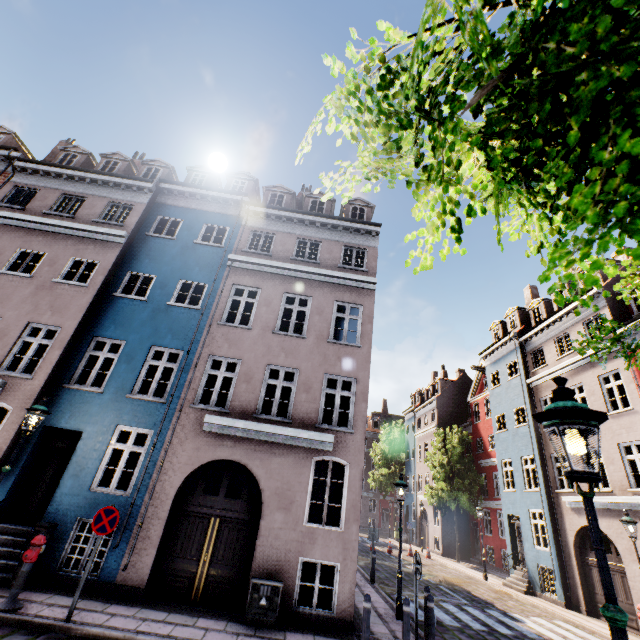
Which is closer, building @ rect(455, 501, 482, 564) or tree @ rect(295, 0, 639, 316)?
tree @ rect(295, 0, 639, 316)

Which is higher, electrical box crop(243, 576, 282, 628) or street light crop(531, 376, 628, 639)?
street light crop(531, 376, 628, 639)

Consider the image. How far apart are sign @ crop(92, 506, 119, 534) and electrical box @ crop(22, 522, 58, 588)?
2.1m

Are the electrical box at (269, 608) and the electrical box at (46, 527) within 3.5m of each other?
no

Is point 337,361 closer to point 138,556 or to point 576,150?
point 138,556

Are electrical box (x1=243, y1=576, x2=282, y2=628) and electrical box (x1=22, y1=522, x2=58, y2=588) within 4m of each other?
no

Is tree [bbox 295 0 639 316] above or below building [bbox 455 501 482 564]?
above

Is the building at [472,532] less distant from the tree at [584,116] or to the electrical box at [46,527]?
the electrical box at [46,527]
